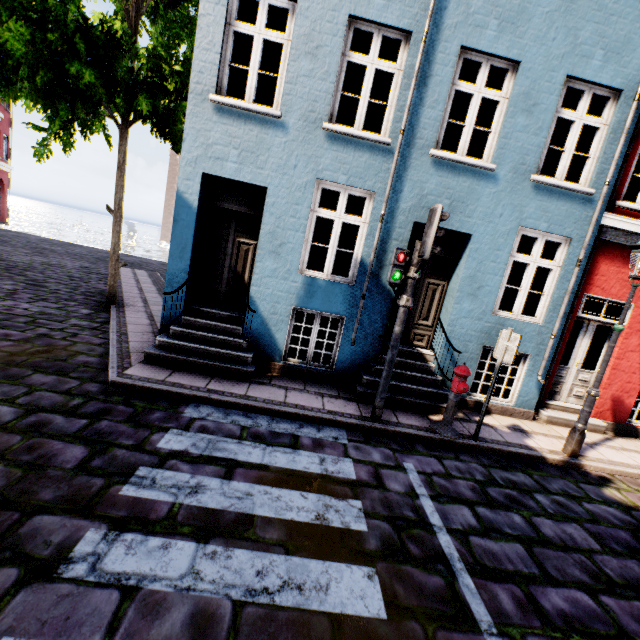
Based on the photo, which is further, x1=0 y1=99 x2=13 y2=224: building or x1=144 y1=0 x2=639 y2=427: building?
x1=0 y1=99 x2=13 y2=224: building

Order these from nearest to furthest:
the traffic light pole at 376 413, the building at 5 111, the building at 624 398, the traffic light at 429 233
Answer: the traffic light at 429 233, the traffic light pole at 376 413, the building at 624 398, the building at 5 111

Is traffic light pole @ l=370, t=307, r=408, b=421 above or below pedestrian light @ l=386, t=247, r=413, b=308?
below

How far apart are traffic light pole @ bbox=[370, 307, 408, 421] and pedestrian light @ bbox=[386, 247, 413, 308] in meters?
0.1

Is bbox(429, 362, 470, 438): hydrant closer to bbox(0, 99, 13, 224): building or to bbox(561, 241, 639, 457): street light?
bbox(0, 99, 13, 224): building

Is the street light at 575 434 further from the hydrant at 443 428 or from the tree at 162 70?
the tree at 162 70

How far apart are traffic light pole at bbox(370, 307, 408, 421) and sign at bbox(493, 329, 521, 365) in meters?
1.6 m

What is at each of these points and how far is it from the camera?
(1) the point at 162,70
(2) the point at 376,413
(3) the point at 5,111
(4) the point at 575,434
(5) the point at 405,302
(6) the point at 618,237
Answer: (1) tree, 6.7m
(2) traffic light pole, 5.3m
(3) building, 22.7m
(4) street light, 5.6m
(5) pedestrian light, 4.9m
(6) building, 6.5m
